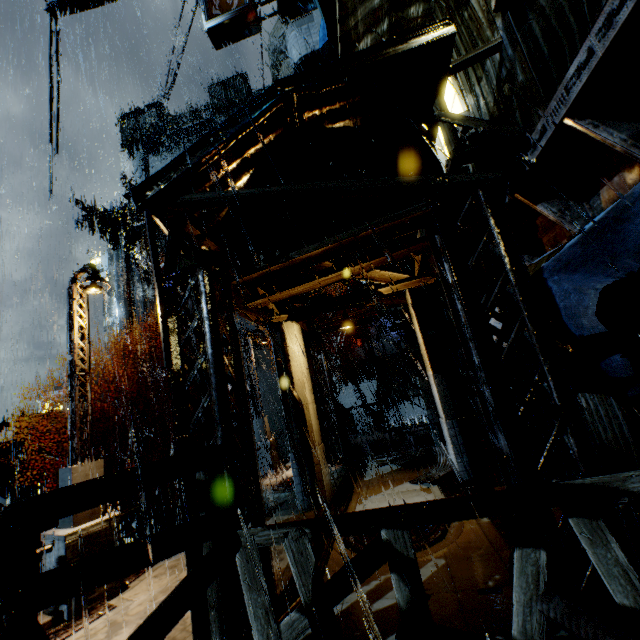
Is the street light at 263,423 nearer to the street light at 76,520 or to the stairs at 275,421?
the stairs at 275,421

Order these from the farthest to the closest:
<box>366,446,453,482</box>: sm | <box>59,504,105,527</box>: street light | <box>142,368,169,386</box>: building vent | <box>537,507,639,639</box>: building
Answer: <box>142,368,169,386</box>: building vent
<box>366,446,453,482</box>: sm
<box>59,504,105,527</box>: street light
<box>537,507,639,639</box>: building

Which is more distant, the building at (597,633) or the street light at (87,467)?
the street light at (87,467)

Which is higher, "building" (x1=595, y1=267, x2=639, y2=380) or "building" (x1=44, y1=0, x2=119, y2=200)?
"building" (x1=44, y1=0, x2=119, y2=200)

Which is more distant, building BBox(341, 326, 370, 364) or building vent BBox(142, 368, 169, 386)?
building vent BBox(142, 368, 169, 386)

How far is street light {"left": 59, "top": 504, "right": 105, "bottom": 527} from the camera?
6.6 meters

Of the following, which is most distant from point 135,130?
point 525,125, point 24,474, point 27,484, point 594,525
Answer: point 594,525

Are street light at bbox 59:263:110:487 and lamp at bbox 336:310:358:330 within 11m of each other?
yes
